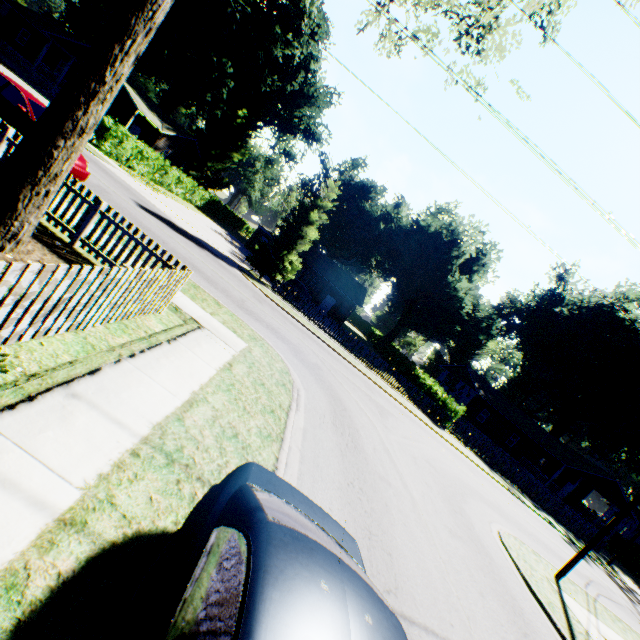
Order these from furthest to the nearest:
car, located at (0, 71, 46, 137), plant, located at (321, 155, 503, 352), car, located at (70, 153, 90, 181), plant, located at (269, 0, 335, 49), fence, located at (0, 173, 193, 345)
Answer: plant, located at (321, 155, 503, 352) → plant, located at (269, 0, 335, 49) → car, located at (70, 153, 90, 181) → car, located at (0, 71, 46, 137) → fence, located at (0, 173, 193, 345)

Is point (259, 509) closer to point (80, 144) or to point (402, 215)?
point (80, 144)

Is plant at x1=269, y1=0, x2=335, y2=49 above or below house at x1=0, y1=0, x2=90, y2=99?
above

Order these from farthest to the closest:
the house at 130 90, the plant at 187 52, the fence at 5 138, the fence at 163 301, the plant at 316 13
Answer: the plant at 316 13 → the plant at 187 52 → the house at 130 90 → the fence at 5 138 → the fence at 163 301

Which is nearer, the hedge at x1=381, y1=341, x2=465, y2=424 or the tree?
the tree

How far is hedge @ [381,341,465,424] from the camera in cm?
2534

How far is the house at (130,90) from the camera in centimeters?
3172cm

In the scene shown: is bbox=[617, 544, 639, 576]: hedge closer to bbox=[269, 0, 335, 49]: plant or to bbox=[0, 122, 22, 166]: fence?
Result: bbox=[269, 0, 335, 49]: plant
